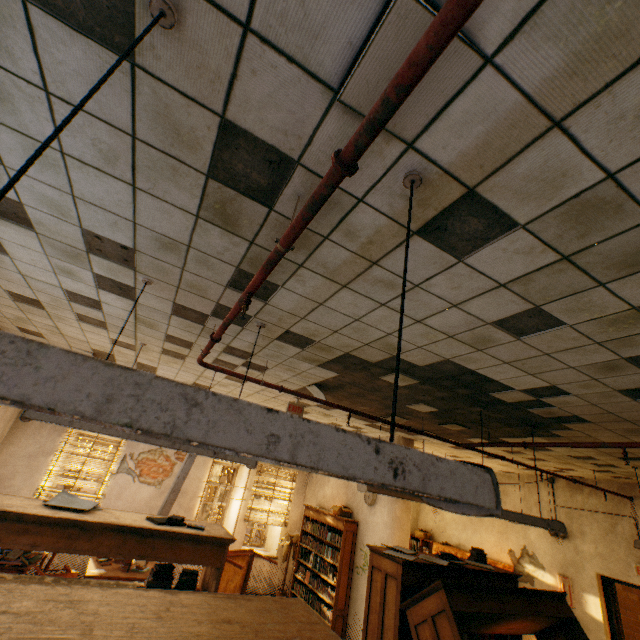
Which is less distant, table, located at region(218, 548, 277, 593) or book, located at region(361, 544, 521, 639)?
book, located at region(361, 544, 521, 639)

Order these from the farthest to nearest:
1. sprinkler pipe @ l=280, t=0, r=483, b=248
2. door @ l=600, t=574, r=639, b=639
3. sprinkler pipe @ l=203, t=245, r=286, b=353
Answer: door @ l=600, t=574, r=639, b=639 < sprinkler pipe @ l=203, t=245, r=286, b=353 < sprinkler pipe @ l=280, t=0, r=483, b=248

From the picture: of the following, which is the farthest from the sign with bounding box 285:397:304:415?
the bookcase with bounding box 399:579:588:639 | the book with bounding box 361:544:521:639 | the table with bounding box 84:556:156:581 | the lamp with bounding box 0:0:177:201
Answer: the lamp with bounding box 0:0:177:201

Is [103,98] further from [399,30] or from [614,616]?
[614,616]

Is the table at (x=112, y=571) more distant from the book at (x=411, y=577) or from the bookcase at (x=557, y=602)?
the bookcase at (x=557, y=602)

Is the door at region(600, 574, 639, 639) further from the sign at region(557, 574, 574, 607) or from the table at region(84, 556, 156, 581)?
the table at region(84, 556, 156, 581)

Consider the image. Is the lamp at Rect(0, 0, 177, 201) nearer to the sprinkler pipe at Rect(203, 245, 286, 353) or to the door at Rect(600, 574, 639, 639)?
the sprinkler pipe at Rect(203, 245, 286, 353)

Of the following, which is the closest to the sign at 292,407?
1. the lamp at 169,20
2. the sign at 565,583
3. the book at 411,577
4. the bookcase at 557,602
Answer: the book at 411,577
